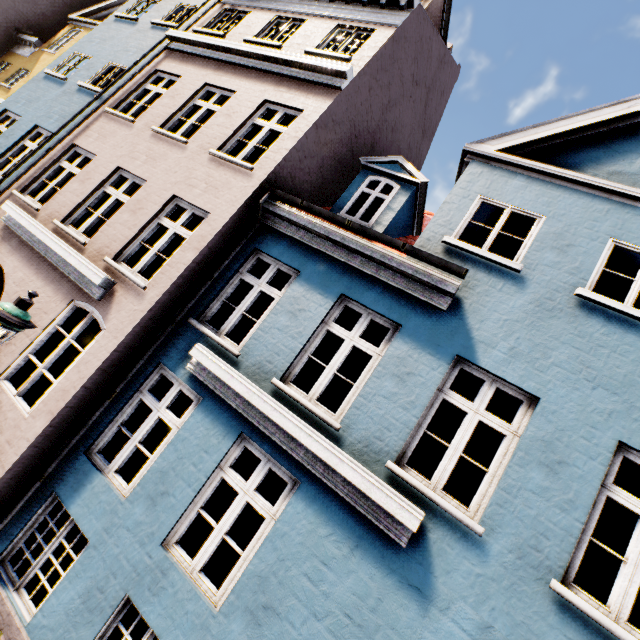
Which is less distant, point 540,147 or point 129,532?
point 129,532
